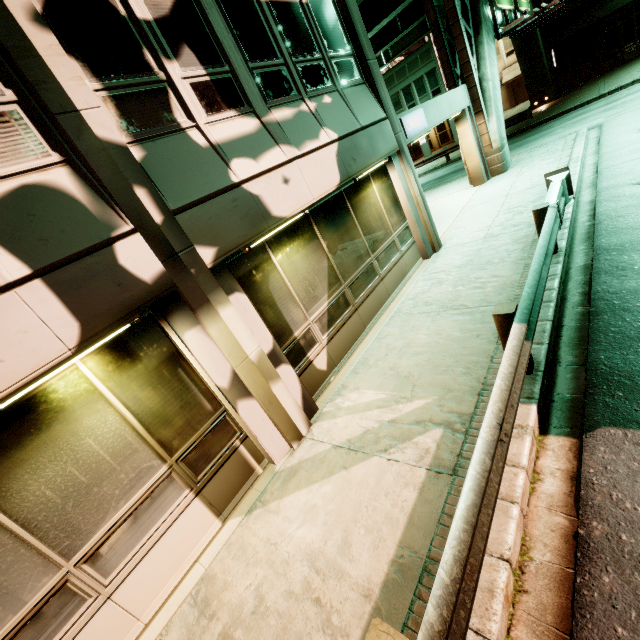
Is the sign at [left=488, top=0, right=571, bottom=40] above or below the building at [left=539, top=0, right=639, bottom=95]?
above

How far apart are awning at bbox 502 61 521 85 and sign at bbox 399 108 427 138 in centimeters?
3625cm

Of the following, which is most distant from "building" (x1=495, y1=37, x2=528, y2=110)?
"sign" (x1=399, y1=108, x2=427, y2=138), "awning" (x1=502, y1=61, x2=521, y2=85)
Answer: "sign" (x1=399, y1=108, x2=427, y2=138)

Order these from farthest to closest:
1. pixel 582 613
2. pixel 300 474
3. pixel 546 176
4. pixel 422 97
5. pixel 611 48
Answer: pixel 422 97, pixel 611 48, pixel 546 176, pixel 300 474, pixel 582 613

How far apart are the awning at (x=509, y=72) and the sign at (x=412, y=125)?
36.25m

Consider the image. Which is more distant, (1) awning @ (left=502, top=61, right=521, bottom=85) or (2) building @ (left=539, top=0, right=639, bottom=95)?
(1) awning @ (left=502, top=61, right=521, bottom=85)

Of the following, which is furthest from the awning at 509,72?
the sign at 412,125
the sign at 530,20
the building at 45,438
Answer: the sign at 412,125

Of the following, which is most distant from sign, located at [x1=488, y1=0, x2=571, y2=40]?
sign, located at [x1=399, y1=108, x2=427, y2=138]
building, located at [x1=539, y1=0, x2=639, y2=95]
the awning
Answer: the awning
